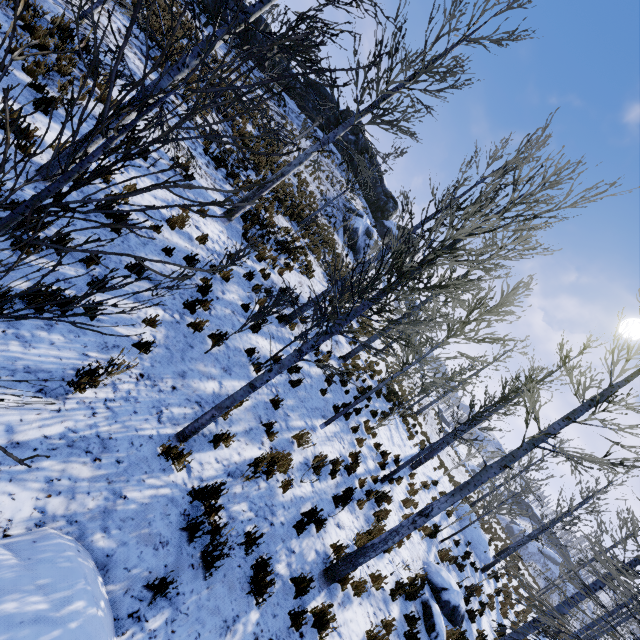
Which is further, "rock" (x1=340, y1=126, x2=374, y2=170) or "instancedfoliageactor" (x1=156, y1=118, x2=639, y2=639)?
"rock" (x1=340, y1=126, x2=374, y2=170)

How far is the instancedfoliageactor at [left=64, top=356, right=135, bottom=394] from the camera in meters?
4.4 m

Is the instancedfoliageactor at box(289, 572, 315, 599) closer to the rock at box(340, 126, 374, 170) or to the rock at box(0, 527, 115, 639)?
the rock at box(0, 527, 115, 639)

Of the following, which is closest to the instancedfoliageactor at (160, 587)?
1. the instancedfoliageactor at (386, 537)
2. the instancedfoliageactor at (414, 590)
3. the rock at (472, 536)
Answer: the instancedfoliageactor at (386, 537)

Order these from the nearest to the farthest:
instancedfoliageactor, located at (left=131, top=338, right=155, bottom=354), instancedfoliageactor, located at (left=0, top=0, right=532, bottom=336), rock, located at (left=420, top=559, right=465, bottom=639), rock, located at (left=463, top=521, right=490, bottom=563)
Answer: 1. instancedfoliageactor, located at (left=0, top=0, right=532, bottom=336)
2. instancedfoliageactor, located at (left=131, top=338, right=155, bottom=354)
3. rock, located at (left=420, top=559, right=465, bottom=639)
4. rock, located at (left=463, top=521, right=490, bottom=563)

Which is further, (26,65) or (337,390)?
(337,390)

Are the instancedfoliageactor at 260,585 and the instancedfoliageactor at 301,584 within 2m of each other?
yes

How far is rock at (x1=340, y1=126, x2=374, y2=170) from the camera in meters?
32.3
